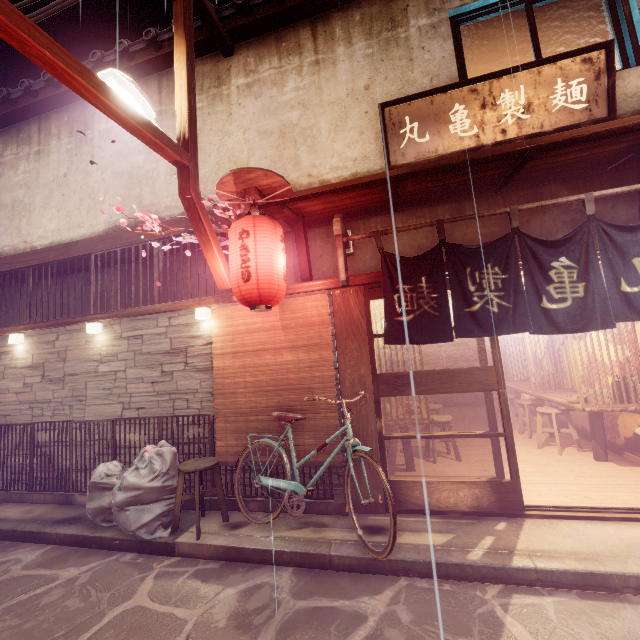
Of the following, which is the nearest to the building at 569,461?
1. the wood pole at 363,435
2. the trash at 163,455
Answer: the wood pole at 363,435

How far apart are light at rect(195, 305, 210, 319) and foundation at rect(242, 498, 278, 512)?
4.58m

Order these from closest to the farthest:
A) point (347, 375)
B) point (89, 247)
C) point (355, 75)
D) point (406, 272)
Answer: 1. point (406, 272)
2. point (347, 375)
3. point (355, 75)
4. point (89, 247)

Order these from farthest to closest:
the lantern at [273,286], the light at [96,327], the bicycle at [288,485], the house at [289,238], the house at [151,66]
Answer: the house at [151,66], the light at [96,327], the house at [289,238], the lantern at [273,286], the bicycle at [288,485]

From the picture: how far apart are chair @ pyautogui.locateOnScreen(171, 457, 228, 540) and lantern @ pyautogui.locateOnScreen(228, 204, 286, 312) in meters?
3.6 m

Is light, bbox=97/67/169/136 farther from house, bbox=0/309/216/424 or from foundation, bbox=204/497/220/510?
foundation, bbox=204/497/220/510

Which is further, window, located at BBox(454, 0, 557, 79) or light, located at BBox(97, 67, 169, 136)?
window, located at BBox(454, 0, 557, 79)

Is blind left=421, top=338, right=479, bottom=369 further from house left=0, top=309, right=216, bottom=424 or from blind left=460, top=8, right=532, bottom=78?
house left=0, top=309, right=216, bottom=424
